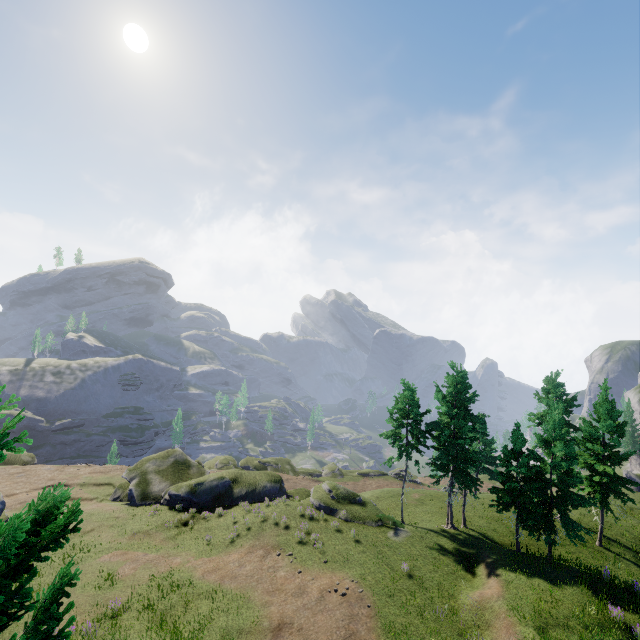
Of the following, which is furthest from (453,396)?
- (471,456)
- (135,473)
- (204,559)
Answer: (135,473)
